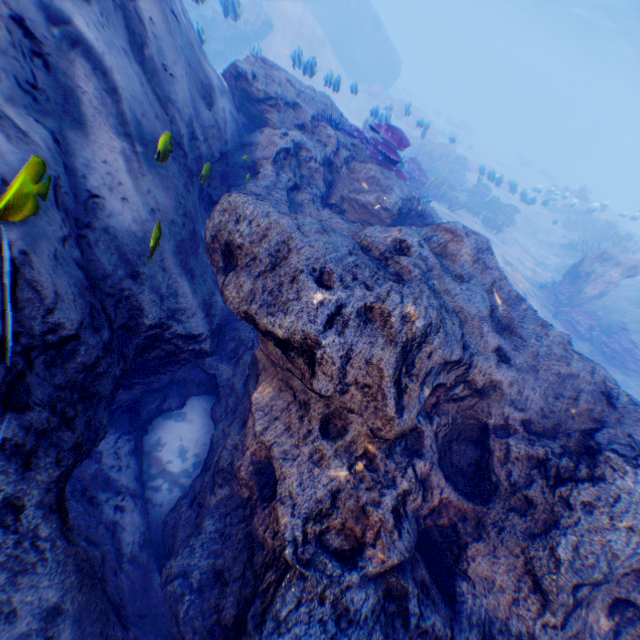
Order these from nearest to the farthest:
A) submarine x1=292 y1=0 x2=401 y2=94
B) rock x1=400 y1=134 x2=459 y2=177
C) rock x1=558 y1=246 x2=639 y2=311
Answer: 1. rock x1=558 y1=246 x2=639 y2=311
2. rock x1=400 y1=134 x2=459 y2=177
3. submarine x1=292 y1=0 x2=401 y2=94

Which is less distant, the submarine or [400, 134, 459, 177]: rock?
[400, 134, 459, 177]: rock

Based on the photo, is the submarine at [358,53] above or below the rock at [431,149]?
above

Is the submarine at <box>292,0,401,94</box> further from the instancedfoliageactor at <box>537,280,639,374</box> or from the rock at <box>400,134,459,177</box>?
the instancedfoliageactor at <box>537,280,639,374</box>

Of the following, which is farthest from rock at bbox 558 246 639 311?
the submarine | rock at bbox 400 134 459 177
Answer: rock at bbox 400 134 459 177

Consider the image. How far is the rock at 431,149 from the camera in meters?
19.9 m

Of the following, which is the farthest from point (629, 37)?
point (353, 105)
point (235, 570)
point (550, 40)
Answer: point (235, 570)

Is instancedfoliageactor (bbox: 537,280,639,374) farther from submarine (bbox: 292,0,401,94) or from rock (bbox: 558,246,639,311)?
submarine (bbox: 292,0,401,94)
